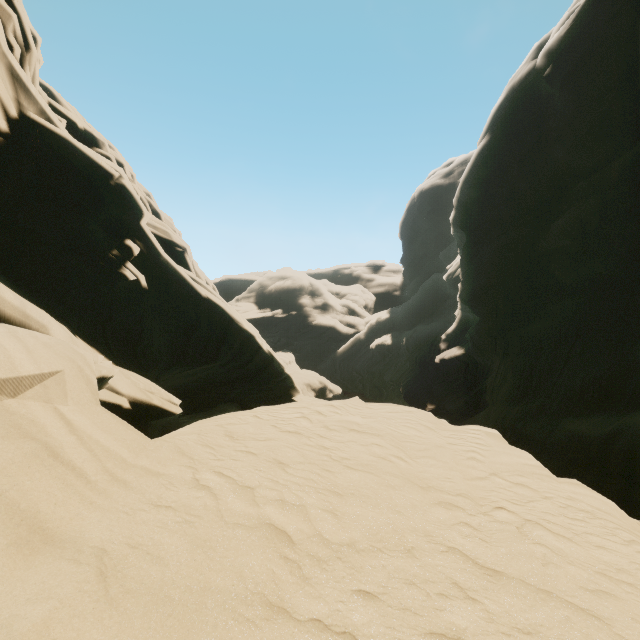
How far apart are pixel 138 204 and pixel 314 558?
12.0m
